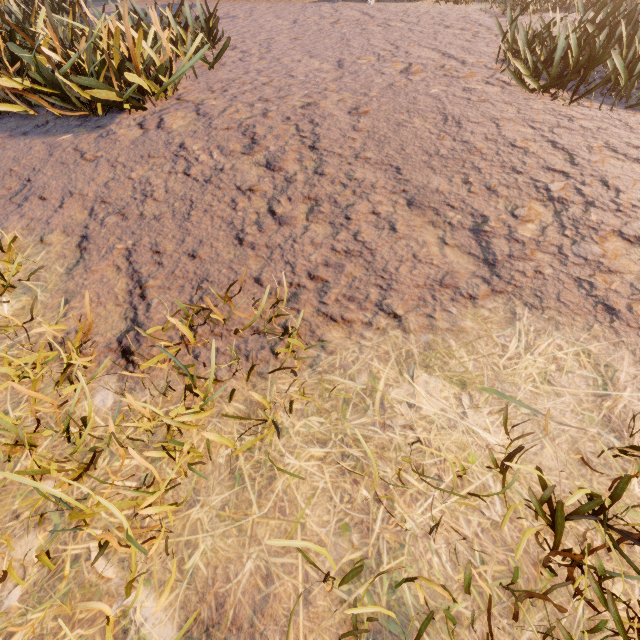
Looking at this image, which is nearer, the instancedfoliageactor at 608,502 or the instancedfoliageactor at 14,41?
the instancedfoliageactor at 608,502

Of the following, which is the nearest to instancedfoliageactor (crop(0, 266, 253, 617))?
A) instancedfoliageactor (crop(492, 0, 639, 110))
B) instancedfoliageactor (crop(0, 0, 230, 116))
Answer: instancedfoliageactor (crop(492, 0, 639, 110))

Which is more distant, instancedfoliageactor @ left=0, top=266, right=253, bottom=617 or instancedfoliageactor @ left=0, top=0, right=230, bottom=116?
instancedfoliageactor @ left=0, top=0, right=230, bottom=116

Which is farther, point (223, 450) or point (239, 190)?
point (239, 190)

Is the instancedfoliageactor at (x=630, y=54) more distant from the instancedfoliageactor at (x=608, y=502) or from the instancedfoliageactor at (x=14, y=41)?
the instancedfoliageactor at (x=14, y=41)

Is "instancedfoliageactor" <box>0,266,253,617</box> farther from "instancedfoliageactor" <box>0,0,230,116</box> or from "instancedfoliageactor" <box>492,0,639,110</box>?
"instancedfoliageactor" <box>0,0,230,116</box>
